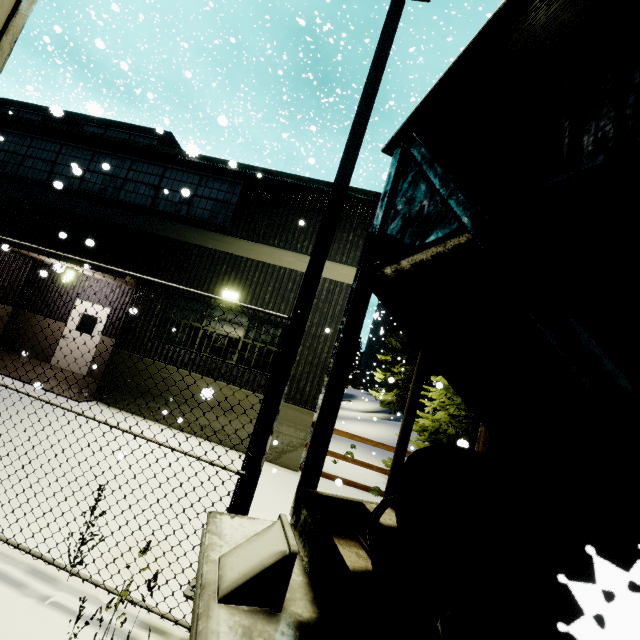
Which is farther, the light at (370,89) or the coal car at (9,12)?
the light at (370,89)

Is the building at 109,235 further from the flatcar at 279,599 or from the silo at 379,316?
the flatcar at 279,599

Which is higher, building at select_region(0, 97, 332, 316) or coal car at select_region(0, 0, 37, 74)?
building at select_region(0, 97, 332, 316)

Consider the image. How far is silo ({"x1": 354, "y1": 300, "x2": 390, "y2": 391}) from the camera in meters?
38.0

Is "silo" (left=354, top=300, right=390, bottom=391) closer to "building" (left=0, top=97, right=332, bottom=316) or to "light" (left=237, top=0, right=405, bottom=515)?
"building" (left=0, top=97, right=332, bottom=316)

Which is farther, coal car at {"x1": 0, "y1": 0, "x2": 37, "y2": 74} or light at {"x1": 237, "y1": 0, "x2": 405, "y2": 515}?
light at {"x1": 237, "y1": 0, "x2": 405, "y2": 515}

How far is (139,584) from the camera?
3.3m

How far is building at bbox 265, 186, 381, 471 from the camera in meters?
8.1 m
